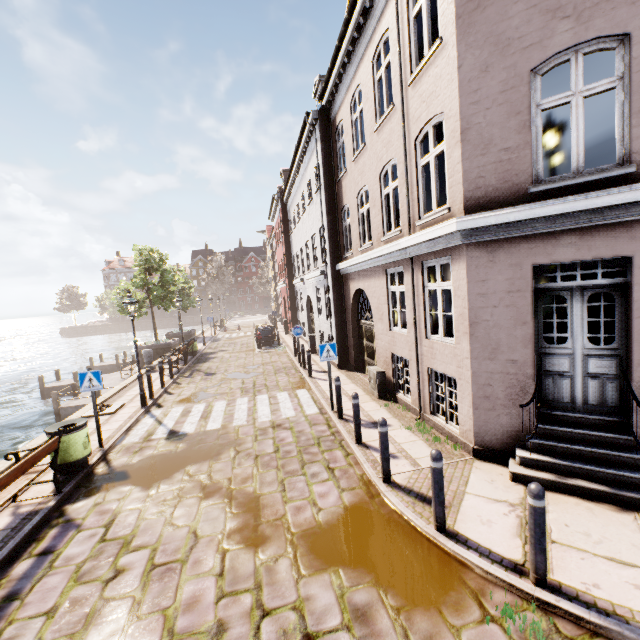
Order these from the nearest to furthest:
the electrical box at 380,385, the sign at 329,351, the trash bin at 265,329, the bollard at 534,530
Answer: the bollard at 534,530
the sign at 329,351
the electrical box at 380,385
the trash bin at 265,329

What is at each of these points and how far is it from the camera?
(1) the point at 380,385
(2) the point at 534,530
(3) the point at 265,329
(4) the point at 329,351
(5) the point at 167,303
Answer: (1) electrical box, 9.7 meters
(2) bollard, 3.4 meters
(3) trash bin, 21.9 meters
(4) sign, 8.9 meters
(5) tree, 22.7 meters

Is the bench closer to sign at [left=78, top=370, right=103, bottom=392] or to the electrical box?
sign at [left=78, top=370, right=103, bottom=392]

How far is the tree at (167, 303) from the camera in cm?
2234

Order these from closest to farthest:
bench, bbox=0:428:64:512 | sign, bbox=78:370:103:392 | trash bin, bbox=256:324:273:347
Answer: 1. bench, bbox=0:428:64:512
2. sign, bbox=78:370:103:392
3. trash bin, bbox=256:324:273:347

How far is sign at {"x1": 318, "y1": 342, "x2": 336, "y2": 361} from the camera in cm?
880

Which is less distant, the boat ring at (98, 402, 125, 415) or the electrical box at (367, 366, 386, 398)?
the electrical box at (367, 366, 386, 398)

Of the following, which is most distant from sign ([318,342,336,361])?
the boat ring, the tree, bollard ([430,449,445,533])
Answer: the tree
